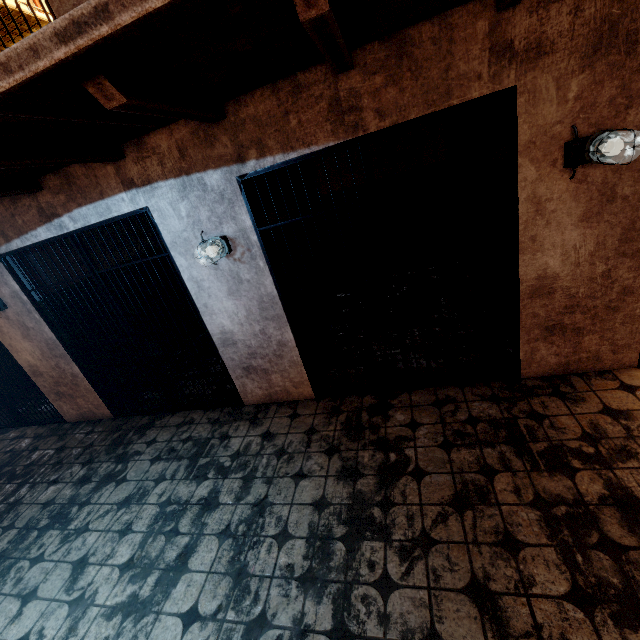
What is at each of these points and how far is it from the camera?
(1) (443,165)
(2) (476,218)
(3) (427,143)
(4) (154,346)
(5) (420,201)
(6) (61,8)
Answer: (1) building, 5.45m
(2) building, 4.41m
(3) building, 5.34m
(4) metal bar, 3.80m
(5) building, 5.78m
(6) building, 2.32m

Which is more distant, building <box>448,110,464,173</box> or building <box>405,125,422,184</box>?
building <box>405,125,422,184</box>

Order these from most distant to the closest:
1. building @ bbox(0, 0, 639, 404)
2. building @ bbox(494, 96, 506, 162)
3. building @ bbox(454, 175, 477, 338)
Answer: building @ bbox(454, 175, 477, 338), building @ bbox(494, 96, 506, 162), building @ bbox(0, 0, 639, 404)

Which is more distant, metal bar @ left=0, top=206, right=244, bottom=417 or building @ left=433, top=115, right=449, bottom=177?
building @ left=433, top=115, right=449, bottom=177

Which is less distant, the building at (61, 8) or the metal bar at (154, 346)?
the building at (61, 8)

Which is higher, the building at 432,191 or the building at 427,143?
the building at 427,143

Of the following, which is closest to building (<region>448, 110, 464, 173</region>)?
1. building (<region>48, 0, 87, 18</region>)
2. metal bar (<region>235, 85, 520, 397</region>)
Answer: metal bar (<region>235, 85, 520, 397</region>)

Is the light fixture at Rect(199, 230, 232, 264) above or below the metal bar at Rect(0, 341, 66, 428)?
above
